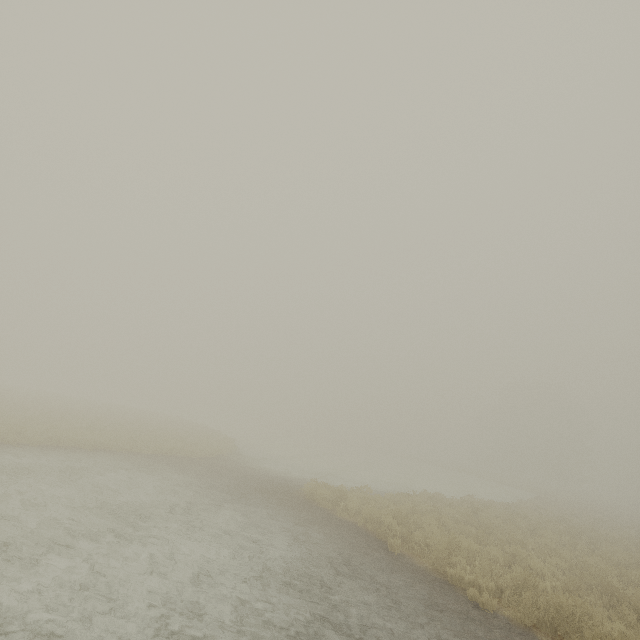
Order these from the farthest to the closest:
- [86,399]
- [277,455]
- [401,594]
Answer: [86,399], [277,455], [401,594]
